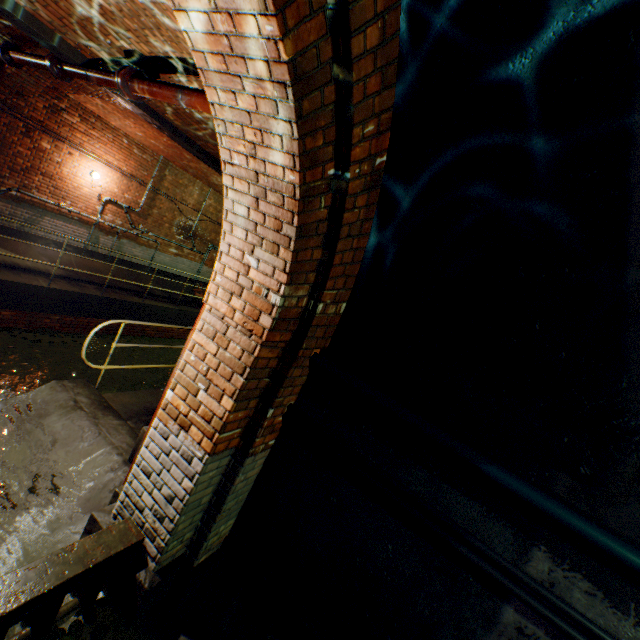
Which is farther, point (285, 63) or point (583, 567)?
point (583, 567)

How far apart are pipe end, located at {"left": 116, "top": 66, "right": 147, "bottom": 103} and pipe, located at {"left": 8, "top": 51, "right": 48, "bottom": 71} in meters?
2.0 m

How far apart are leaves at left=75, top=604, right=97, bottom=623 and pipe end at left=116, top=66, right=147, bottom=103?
5.4 meters

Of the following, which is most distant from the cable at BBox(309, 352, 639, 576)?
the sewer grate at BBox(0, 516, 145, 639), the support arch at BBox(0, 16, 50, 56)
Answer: the support arch at BBox(0, 16, 50, 56)

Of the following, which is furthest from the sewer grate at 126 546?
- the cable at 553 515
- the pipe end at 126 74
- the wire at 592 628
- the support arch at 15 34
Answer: the support arch at 15 34

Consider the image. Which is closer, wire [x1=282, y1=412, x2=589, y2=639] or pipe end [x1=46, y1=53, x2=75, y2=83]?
wire [x1=282, y1=412, x2=589, y2=639]

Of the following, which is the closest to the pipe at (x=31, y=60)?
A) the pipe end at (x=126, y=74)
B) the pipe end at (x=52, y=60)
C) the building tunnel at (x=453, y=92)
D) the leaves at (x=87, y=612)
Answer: the pipe end at (x=52, y=60)

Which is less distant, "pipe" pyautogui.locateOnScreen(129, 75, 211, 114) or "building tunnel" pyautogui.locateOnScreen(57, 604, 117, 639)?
"building tunnel" pyautogui.locateOnScreen(57, 604, 117, 639)
